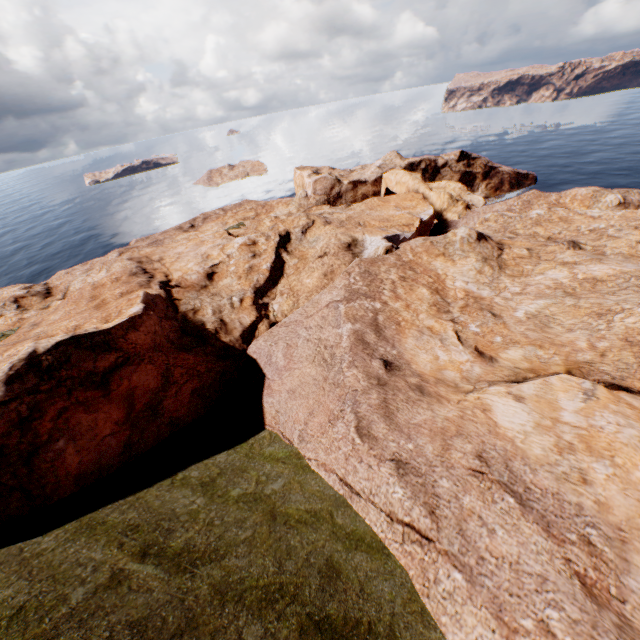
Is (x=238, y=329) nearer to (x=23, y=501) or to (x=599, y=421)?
(x=23, y=501)
